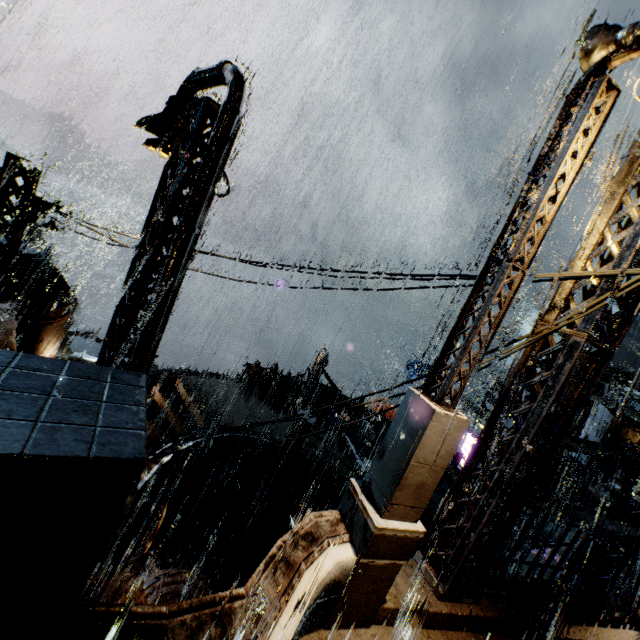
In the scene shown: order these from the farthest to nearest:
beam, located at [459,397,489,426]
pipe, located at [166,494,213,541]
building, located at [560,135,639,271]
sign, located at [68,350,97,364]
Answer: beam, located at [459,397,489,426] → pipe, located at [166,494,213,541] → sign, located at [68,350,97,364] → building, located at [560,135,639,271]

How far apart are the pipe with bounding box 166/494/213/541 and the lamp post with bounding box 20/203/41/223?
15.4m

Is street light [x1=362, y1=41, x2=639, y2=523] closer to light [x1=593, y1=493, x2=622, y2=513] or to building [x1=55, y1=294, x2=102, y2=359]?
building [x1=55, y1=294, x2=102, y2=359]

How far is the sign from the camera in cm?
1516

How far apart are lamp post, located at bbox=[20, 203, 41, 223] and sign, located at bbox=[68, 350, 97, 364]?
8.2 meters

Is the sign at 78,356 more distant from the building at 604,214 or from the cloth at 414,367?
the cloth at 414,367

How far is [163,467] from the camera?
11.83m

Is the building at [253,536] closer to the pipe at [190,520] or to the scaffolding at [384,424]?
the pipe at [190,520]
